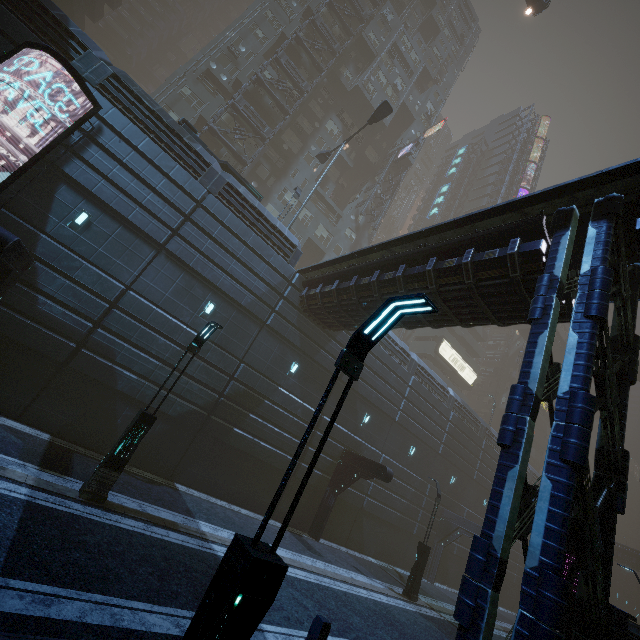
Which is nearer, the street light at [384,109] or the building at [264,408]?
the building at [264,408]

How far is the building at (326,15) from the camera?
37.30m

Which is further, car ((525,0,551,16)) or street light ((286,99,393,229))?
car ((525,0,551,16))

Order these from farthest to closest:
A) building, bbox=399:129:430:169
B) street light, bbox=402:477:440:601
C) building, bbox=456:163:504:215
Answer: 1. building, bbox=456:163:504:215
2. building, bbox=399:129:430:169
3. street light, bbox=402:477:440:601

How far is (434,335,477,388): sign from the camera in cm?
4491

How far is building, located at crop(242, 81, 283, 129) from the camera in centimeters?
3142cm

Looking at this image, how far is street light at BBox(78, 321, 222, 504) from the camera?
8.50m

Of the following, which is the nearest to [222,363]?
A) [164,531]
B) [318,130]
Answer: [164,531]
